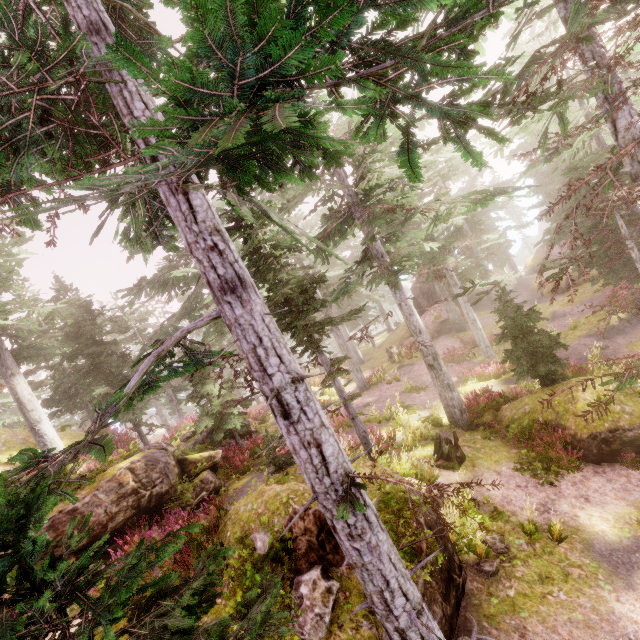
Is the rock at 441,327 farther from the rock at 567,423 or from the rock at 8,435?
the rock at 8,435

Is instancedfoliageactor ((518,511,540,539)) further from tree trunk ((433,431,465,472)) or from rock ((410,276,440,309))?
tree trunk ((433,431,465,472))

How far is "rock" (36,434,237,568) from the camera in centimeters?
898cm

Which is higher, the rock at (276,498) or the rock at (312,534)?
the rock at (276,498)

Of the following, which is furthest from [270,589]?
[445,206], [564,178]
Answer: [564,178]

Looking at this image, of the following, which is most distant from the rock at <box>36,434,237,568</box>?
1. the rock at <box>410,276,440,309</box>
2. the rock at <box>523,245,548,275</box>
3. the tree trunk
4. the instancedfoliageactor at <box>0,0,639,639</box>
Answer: the rock at <box>523,245,548,275</box>

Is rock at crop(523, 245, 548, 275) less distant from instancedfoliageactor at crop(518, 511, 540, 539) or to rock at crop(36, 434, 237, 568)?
instancedfoliageactor at crop(518, 511, 540, 539)

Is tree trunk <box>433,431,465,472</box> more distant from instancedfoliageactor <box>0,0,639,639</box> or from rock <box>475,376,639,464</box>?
rock <box>475,376,639,464</box>
